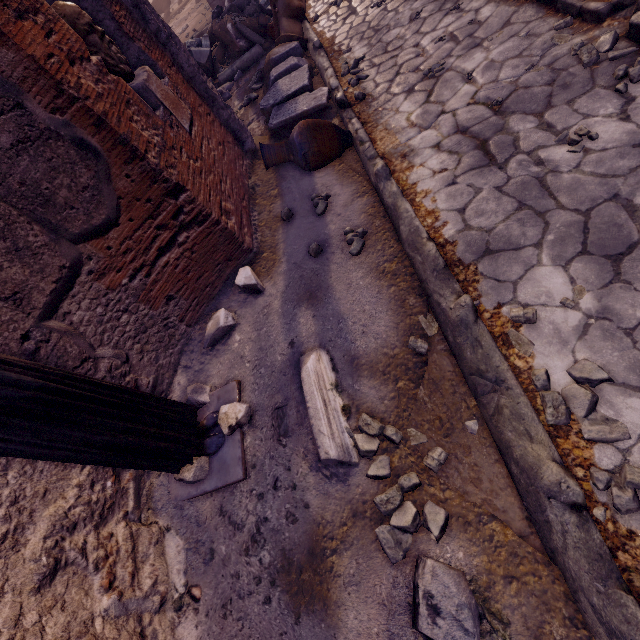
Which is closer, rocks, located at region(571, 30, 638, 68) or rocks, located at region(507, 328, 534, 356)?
rocks, located at region(507, 328, 534, 356)

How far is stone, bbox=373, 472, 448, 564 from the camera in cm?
198

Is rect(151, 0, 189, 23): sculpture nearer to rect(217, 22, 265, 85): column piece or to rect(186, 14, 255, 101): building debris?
rect(217, 22, 265, 85): column piece

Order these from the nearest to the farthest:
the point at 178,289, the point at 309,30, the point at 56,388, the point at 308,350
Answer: the point at 56,388 < the point at 308,350 < the point at 178,289 < the point at 309,30

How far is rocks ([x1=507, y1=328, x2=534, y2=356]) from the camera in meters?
2.2

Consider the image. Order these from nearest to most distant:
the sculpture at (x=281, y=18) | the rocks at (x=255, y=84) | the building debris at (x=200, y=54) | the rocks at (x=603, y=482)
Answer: the rocks at (x=603, y=482), the sculpture at (x=281, y=18), the rocks at (x=255, y=84), the building debris at (x=200, y=54)

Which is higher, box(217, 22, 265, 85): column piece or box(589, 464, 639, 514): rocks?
box(217, 22, 265, 85): column piece

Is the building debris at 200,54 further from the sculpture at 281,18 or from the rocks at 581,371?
the rocks at 581,371
